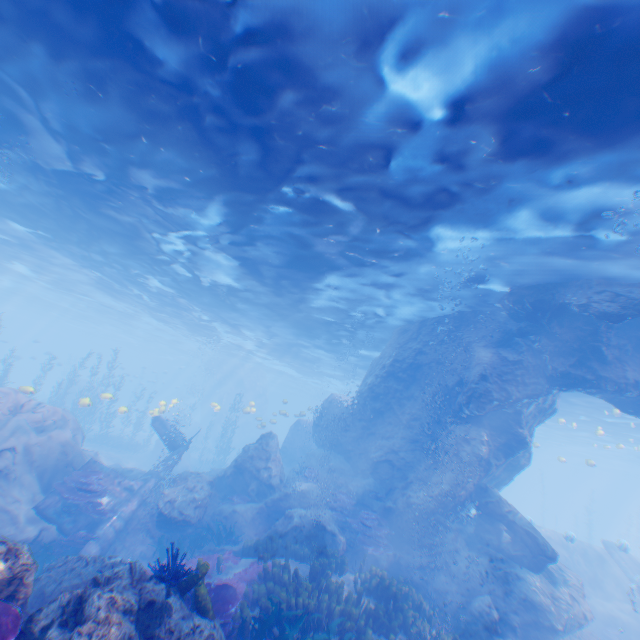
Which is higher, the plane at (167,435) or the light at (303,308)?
the light at (303,308)

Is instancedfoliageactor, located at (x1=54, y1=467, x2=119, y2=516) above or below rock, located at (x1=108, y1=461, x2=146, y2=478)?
above

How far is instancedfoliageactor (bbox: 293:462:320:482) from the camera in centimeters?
1745cm

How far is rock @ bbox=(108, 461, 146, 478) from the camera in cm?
1626

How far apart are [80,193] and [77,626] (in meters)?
15.16

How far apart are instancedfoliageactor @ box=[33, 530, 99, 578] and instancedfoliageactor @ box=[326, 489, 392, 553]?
9.29m

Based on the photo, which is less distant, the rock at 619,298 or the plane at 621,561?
the rock at 619,298

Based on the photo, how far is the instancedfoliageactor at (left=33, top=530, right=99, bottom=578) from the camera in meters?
10.1
